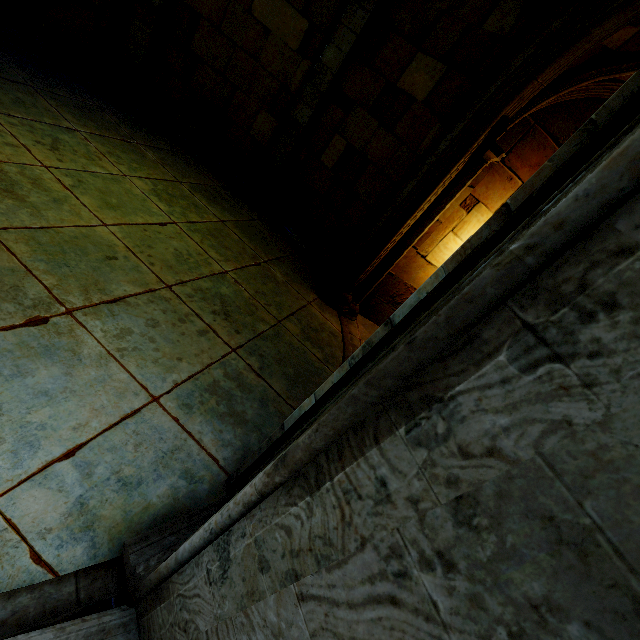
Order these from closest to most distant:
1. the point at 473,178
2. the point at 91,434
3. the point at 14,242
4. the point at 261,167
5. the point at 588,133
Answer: the point at 588,133 < the point at 91,434 < the point at 14,242 < the point at 473,178 < the point at 261,167
